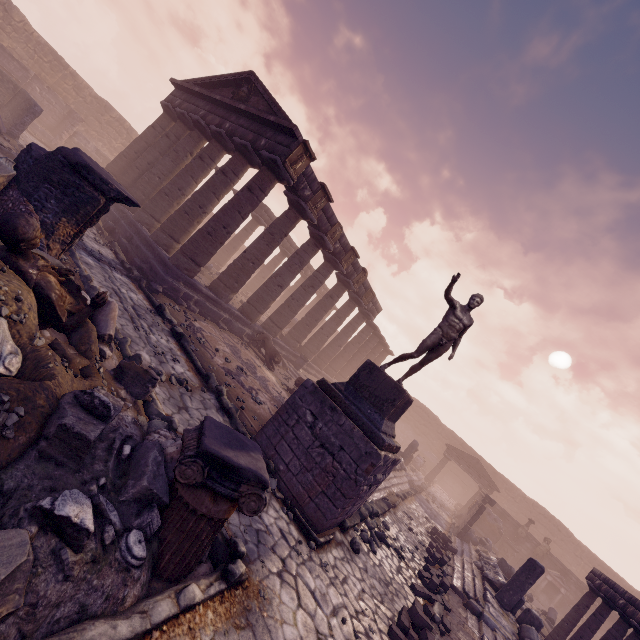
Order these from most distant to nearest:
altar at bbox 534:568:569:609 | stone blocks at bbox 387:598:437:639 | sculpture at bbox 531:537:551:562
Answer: sculpture at bbox 531:537:551:562, altar at bbox 534:568:569:609, stone blocks at bbox 387:598:437:639

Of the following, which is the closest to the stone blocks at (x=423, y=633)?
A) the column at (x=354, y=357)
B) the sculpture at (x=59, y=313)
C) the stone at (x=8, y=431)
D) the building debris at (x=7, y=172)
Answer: the stone at (x=8, y=431)

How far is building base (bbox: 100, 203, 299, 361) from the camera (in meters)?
11.45

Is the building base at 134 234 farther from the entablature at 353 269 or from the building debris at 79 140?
the building debris at 79 140

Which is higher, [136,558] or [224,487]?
[224,487]

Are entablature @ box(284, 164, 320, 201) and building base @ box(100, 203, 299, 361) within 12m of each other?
yes

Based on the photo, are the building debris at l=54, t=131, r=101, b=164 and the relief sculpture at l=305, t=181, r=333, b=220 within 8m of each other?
no

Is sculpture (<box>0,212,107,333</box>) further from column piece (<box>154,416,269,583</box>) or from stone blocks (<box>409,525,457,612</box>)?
stone blocks (<box>409,525,457,612</box>)
